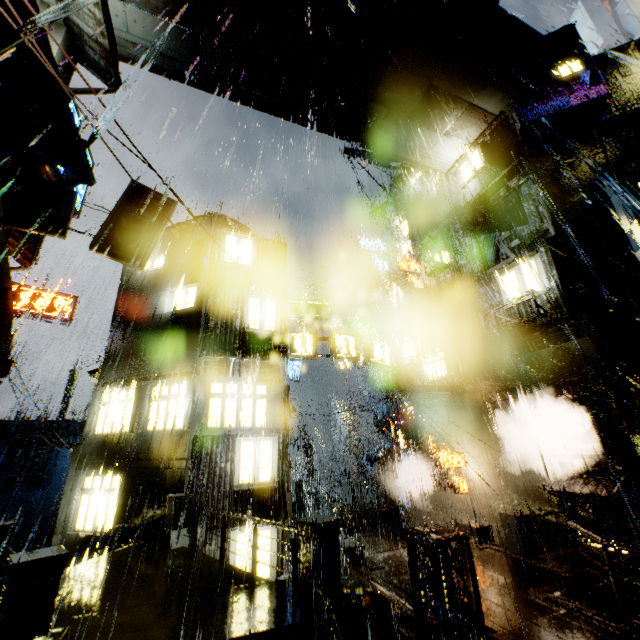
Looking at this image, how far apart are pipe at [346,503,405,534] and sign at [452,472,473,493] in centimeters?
677cm

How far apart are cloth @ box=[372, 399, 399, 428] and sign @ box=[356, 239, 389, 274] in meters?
13.4

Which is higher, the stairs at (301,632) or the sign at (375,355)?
the sign at (375,355)

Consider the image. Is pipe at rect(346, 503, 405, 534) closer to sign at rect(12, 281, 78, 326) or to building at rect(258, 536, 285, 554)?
building at rect(258, 536, 285, 554)

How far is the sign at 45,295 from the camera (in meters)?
16.88

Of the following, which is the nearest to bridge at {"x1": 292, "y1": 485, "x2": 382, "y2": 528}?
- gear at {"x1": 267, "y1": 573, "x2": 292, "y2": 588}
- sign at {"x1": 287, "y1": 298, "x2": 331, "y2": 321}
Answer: gear at {"x1": 267, "y1": 573, "x2": 292, "y2": 588}

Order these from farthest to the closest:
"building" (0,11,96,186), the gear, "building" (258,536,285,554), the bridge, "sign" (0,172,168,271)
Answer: the bridge, "building" (258,536,285,554), "sign" (0,172,168,271), "building" (0,11,96,186), the gear

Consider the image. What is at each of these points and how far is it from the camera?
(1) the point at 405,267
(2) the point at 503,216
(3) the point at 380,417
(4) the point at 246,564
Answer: (1) sign, 23.0 meters
(2) building, 18.0 meters
(3) cloth, 24.8 meters
(4) building, 11.1 meters
